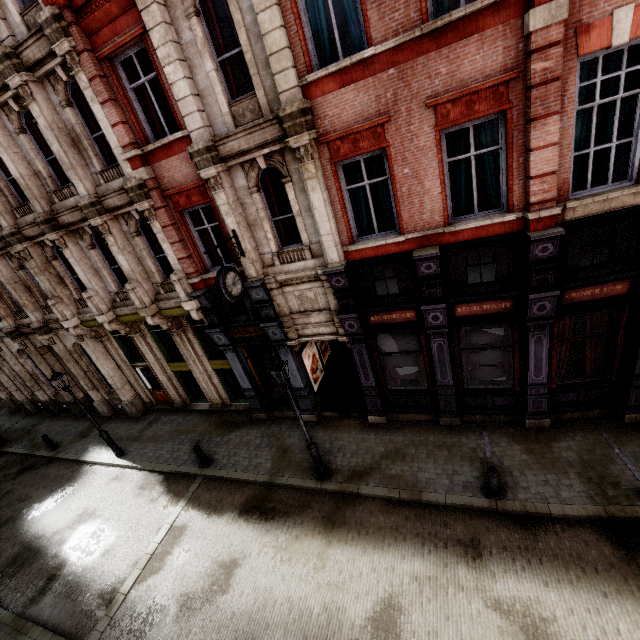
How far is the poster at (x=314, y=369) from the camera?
12.9 meters

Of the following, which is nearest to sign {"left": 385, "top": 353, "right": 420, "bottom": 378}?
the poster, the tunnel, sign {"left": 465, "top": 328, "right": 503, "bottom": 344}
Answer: the tunnel

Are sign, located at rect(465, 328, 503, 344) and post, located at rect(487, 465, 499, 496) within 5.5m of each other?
yes

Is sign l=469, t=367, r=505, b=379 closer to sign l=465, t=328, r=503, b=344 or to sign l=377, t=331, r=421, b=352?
sign l=465, t=328, r=503, b=344

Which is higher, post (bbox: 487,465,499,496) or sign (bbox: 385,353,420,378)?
sign (bbox: 385,353,420,378)

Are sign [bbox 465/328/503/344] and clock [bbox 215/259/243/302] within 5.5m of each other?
no

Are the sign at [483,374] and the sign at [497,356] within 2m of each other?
yes

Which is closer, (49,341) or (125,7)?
(125,7)
